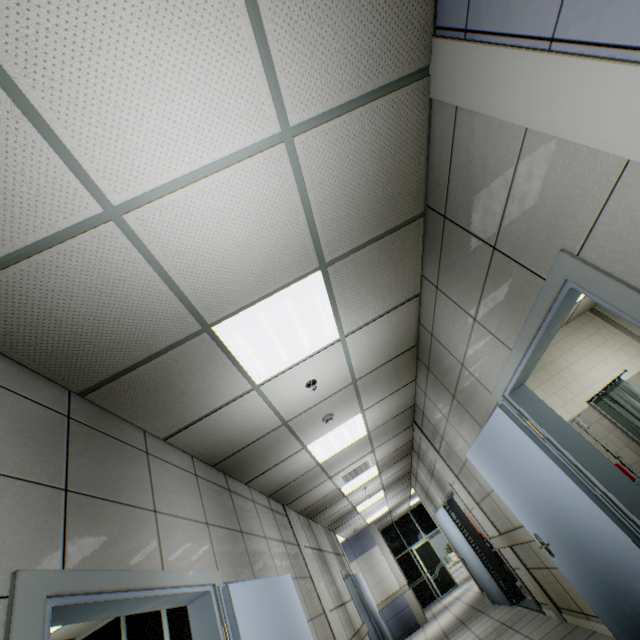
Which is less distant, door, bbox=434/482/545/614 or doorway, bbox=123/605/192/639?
doorway, bbox=123/605/192/639

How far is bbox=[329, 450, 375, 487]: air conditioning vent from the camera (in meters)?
6.29

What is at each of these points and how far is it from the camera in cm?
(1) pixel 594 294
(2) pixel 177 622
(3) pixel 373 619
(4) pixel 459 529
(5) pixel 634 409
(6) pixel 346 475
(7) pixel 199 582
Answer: (1) door, 170
(2) doorway, 534
(3) door, 819
(4) door, 731
(5) medical screen, 520
(6) air conditioning vent, 650
(7) door, 240

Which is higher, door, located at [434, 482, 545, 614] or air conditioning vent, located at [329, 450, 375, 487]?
air conditioning vent, located at [329, 450, 375, 487]

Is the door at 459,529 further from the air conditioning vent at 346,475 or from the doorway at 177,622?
the doorway at 177,622

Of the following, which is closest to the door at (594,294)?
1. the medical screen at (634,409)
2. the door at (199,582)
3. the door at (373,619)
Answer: the door at (199,582)

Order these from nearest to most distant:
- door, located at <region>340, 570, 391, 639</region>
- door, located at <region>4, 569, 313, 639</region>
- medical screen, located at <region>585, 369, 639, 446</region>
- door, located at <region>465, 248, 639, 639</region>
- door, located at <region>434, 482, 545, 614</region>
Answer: door, located at <region>4, 569, 313, 639</region>
door, located at <region>465, 248, 639, 639</region>
medical screen, located at <region>585, 369, 639, 446</region>
door, located at <region>434, 482, 545, 614</region>
door, located at <region>340, 570, 391, 639</region>

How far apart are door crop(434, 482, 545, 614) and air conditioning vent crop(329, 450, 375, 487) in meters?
1.5
